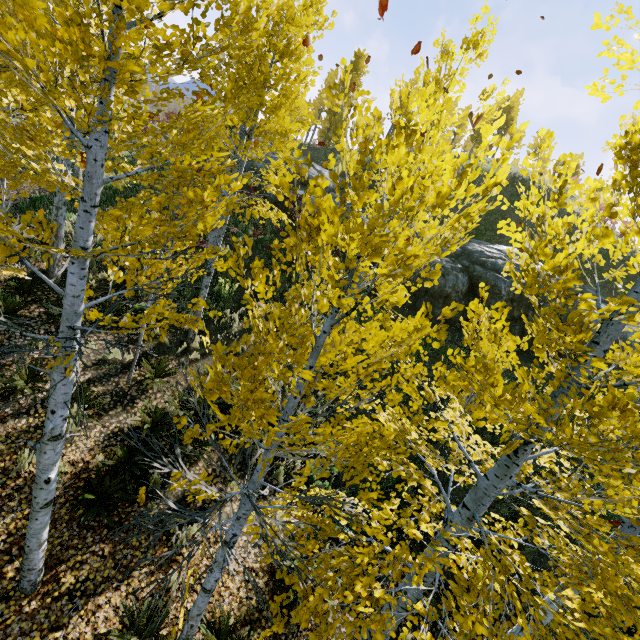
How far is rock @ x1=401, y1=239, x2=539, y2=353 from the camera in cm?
1455

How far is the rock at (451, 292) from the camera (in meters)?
14.55

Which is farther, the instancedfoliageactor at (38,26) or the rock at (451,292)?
the rock at (451,292)

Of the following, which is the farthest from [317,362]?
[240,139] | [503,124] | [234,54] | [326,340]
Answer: [503,124]

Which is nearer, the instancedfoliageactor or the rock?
the instancedfoliageactor
